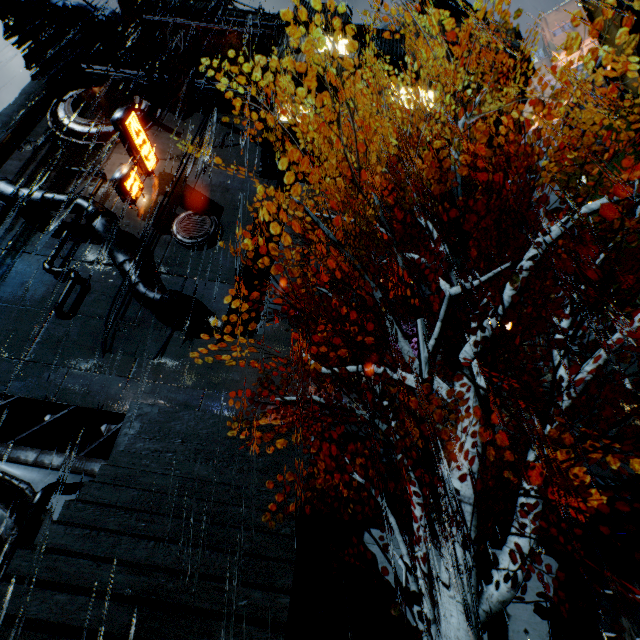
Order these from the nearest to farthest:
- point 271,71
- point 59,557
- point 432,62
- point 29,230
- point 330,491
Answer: point 59,557, point 330,491, point 29,230, point 271,71, point 432,62

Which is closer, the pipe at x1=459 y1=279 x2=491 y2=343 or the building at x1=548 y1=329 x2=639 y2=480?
the building at x1=548 y1=329 x2=639 y2=480

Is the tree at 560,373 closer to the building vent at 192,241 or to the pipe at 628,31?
the pipe at 628,31

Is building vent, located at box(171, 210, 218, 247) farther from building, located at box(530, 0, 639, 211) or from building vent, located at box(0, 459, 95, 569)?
building vent, located at box(0, 459, 95, 569)

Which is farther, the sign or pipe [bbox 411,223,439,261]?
the sign

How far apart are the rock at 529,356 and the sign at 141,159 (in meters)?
24.56

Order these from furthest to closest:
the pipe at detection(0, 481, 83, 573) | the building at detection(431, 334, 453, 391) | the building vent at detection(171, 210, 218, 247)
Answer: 1. the building vent at detection(171, 210, 218, 247)
2. the building at detection(431, 334, 453, 391)
3. the pipe at detection(0, 481, 83, 573)

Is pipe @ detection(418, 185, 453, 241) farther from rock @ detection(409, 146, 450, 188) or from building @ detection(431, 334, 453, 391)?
rock @ detection(409, 146, 450, 188)
